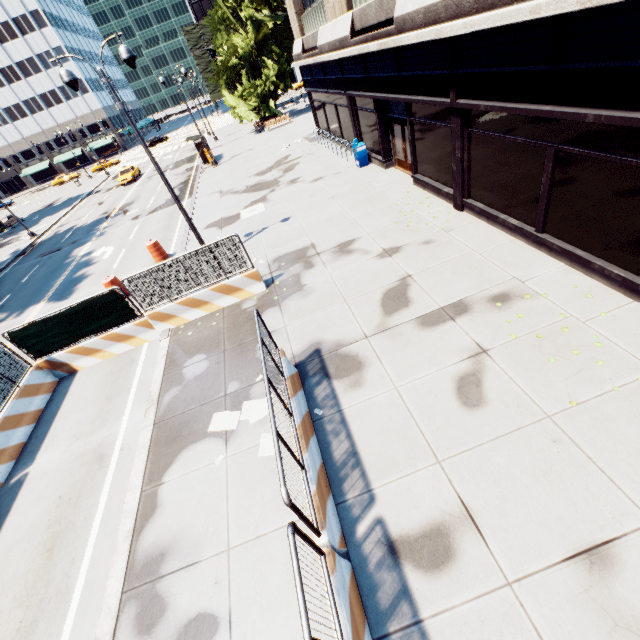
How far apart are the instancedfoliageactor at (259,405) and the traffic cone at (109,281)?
9.2 meters

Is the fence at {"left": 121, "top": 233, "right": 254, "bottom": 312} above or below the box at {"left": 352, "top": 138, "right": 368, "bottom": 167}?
above

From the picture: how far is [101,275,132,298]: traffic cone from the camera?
13.5m

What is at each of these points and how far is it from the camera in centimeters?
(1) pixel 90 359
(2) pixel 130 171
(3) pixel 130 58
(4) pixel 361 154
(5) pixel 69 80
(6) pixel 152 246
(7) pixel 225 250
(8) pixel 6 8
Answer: (1) concrete barrier, 1093cm
(2) vehicle, 3844cm
(3) light, 958cm
(4) box, 1716cm
(5) light, 948cm
(6) traffic cone, 1559cm
(7) fence, 1003cm
(8) building, 5988cm

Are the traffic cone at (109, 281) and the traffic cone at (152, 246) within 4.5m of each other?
yes

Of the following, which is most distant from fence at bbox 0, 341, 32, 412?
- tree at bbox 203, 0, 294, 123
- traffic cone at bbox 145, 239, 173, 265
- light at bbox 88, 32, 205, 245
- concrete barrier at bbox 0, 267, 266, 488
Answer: tree at bbox 203, 0, 294, 123

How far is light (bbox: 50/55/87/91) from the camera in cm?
932

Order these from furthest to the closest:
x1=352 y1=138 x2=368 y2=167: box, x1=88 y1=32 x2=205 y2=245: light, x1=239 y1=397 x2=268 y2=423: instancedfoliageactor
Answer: x1=352 y1=138 x2=368 y2=167: box, x1=88 y1=32 x2=205 y2=245: light, x1=239 y1=397 x2=268 y2=423: instancedfoliageactor
